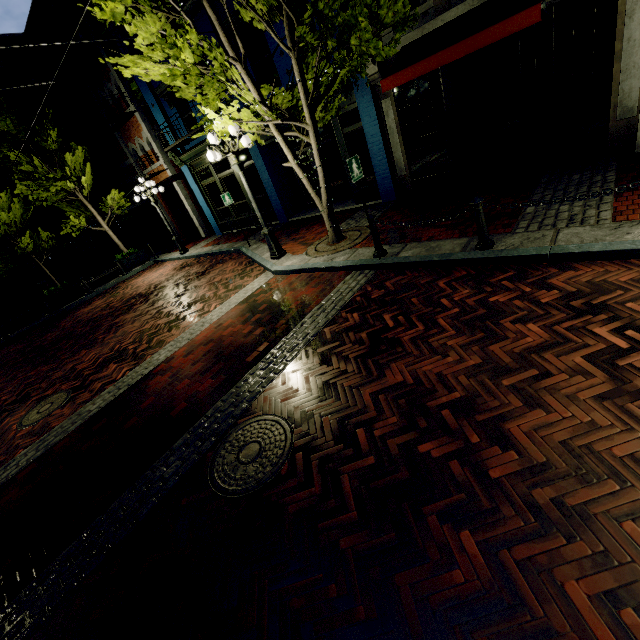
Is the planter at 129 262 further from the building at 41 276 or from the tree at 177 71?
the building at 41 276

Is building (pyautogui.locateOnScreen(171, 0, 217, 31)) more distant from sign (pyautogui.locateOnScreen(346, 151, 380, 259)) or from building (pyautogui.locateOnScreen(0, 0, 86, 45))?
sign (pyautogui.locateOnScreen(346, 151, 380, 259))

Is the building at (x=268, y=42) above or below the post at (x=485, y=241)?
above

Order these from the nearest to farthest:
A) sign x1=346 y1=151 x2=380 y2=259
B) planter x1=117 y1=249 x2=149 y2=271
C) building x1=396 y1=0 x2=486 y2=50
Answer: sign x1=346 y1=151 x2=380 y2=259
building x1=396 y1=0 x2=486 y2=50
planter x1=117 y1=249 x2=149 y2=271

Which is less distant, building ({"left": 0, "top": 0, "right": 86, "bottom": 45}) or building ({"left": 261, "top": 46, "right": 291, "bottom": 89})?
building ({"left": 261, "top": 46, "right": 291, "bottom": 89})

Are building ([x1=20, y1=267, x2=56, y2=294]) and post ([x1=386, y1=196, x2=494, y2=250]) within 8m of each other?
no

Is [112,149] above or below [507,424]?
above

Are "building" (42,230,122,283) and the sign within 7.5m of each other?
no
